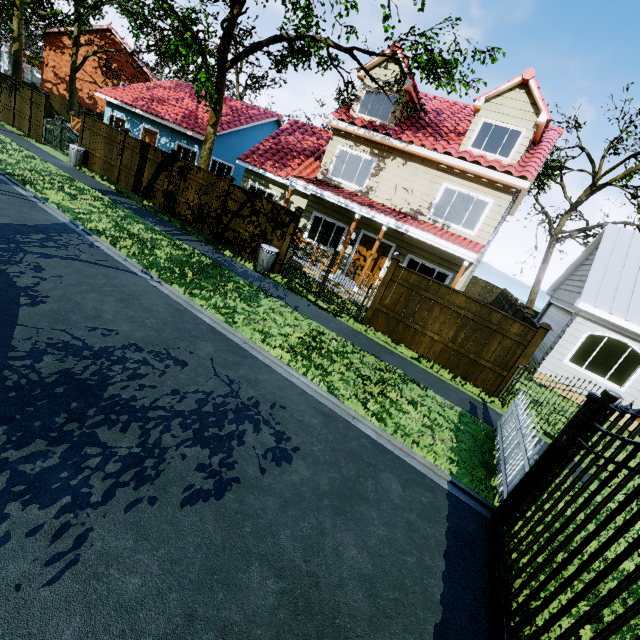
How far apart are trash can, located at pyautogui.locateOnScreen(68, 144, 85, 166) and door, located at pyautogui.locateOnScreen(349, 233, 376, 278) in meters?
14.2 m

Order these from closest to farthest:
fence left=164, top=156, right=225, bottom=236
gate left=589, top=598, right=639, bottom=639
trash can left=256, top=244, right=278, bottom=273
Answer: gate left=589, top=598, right=639, bottom=639
trash can left=256, top=244, right=278, bottom=273
fence left=164, top=156, right=225, bottom=236

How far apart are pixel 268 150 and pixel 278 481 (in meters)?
17.82

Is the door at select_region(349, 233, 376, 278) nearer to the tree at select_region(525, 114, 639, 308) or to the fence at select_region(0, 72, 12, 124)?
the fence at select_region(0, 72, 12, 124)

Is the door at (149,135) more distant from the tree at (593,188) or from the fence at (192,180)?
the tree at (593,188)

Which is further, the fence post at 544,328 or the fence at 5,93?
the fence at 5,93

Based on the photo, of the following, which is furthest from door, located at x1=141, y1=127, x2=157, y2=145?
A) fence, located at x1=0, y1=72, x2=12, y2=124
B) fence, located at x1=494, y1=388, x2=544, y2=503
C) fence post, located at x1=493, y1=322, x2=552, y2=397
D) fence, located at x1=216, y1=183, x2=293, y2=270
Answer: fence, located at x1=494, y1=388, x2=544, y2=503

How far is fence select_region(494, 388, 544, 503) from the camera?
5.10m
